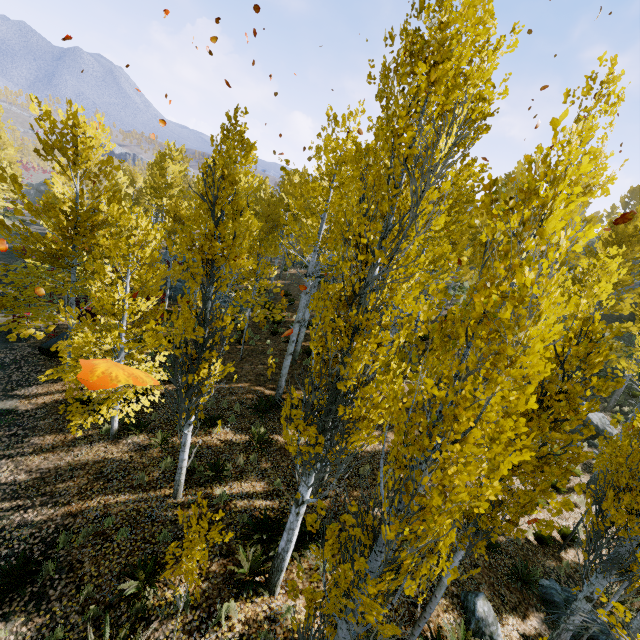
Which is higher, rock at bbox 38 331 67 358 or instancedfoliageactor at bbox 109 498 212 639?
instancedfoliageactor at bbox 109 498 212 639

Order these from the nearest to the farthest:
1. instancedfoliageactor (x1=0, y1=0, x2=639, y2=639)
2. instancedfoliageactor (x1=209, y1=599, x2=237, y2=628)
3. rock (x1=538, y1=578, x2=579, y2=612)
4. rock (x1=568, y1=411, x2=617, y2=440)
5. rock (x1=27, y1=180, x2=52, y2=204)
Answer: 1. instancedfoliageactor (x1=0, y1=0, x2=639, y2=639)
2. instancedfoliageactor (x1=209, y1=599, x2=237, y2=628)
3. rock (x1=538, y1=578, x2=579, y2=612)
4. rock (x1=568, y1=411, x2=617, y2=440)
5. rock (x1=27, y1=180, x2=52, y2=204)

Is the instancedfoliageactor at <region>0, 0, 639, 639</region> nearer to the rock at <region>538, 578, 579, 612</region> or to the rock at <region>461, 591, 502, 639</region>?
the rock at <region>461, 591, 502, 639</region>

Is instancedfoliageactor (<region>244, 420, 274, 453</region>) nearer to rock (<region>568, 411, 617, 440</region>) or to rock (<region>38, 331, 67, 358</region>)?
rock (<region>568, 411, 617, 440</region>)

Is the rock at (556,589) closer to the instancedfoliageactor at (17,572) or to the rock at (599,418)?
the instancedfoliageactor at (17,572)

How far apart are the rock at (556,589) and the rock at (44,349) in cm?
1838

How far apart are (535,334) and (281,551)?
5.46m

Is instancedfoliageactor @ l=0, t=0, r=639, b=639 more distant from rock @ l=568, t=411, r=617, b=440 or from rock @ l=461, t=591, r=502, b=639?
rock @ l=461, t=591, r=502, b=639
